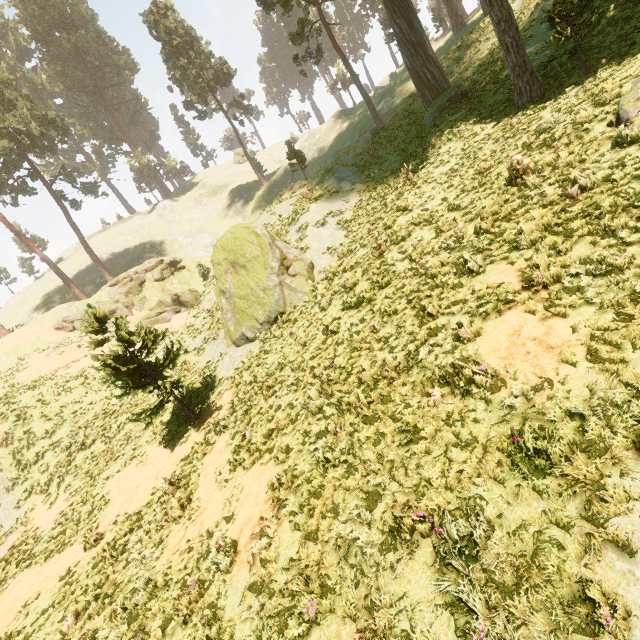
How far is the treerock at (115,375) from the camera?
12.0m

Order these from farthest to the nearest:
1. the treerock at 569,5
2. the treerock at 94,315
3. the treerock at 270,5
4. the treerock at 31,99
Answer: the treerock at 31,99, the treerock at 270,5, the treerock at 94,315, the treerock at 569,5

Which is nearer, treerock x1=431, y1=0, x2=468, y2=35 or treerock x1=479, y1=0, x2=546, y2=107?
treerock x1=479, y1=0, x2=546, y2=107

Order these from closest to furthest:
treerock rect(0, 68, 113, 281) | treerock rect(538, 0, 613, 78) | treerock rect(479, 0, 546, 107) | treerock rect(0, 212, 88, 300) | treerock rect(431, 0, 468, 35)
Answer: treerock rect(538, 0, 613, 78)
treerock rect(479, 0, 546, 107)
treerock rect(431, 0, 468, 35)
treerock rect(0, 68, 113, 281)
treerock rect(0, 212, 88, 300)

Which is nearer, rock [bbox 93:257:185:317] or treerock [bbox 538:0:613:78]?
treerock [bbox 538:0:613:78]

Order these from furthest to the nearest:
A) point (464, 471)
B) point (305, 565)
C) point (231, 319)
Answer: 1. point (231, 319)
2. point (305, 565)
3. point (464, 471)

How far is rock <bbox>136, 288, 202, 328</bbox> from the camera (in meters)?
32.00
